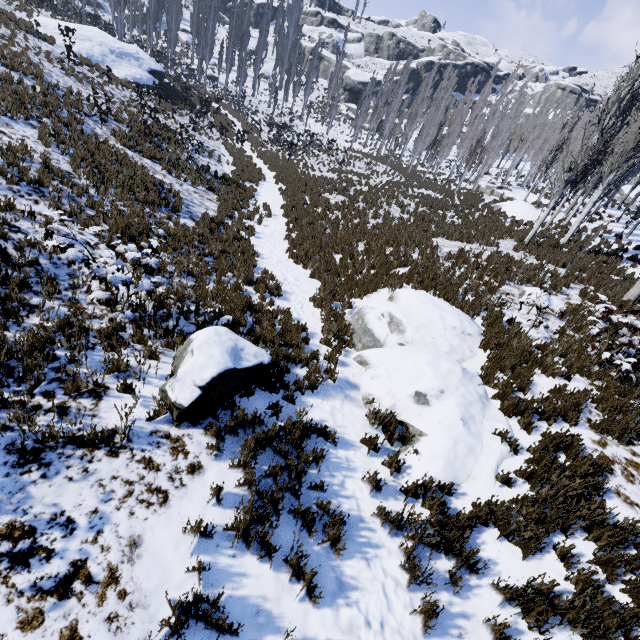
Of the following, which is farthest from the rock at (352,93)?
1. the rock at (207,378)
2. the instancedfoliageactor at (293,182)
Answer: the rock at (207,378)

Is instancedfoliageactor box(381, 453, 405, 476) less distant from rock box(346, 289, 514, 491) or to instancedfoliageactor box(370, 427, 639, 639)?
rock box(346, 289, 514, 491)

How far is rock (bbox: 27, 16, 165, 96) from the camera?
23.05m

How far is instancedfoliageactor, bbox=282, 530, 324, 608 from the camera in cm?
335

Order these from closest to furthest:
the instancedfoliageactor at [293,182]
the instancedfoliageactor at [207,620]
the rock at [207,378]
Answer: the instancedfoliageactor at [207,620], the rock at [207,378], the instancedfoliageactor at [293,182]

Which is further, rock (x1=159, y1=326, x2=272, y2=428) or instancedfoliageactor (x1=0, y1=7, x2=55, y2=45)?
instancedfoliageactor (x1=0, y1=7, x2=55, y2=45)

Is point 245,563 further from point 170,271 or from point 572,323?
point 572,323

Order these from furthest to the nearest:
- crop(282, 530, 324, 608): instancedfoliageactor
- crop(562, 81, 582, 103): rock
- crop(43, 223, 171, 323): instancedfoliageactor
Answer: crop(562, 81, 582, 103): rock < crop(43, 223, 171, 323): instancedfoliageactor < crop(282, 530, 324, 608): instancedfoliageactor
